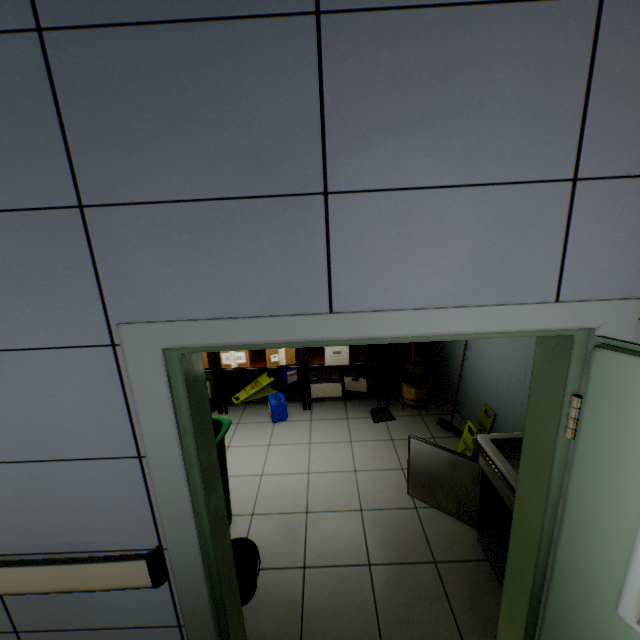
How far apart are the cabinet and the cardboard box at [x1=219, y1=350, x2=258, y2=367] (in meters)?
2.48

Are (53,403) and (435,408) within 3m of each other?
no

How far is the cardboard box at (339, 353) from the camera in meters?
4.3

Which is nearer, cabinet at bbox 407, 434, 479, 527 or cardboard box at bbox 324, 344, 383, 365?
cabinet at bbox 407, 434, 479, 527

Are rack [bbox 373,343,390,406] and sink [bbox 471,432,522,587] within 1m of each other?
no

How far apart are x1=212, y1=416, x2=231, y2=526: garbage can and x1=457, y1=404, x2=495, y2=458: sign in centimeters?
247cm

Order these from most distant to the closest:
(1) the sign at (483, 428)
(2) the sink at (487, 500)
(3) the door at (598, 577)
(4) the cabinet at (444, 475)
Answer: (1) the sign at (483, 428)
(4) the cabinet at (444, 475)
(2) the sink at (487, 500)
(3) the door at (598, 577)

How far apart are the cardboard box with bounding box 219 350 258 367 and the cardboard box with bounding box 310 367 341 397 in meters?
0.9 m
